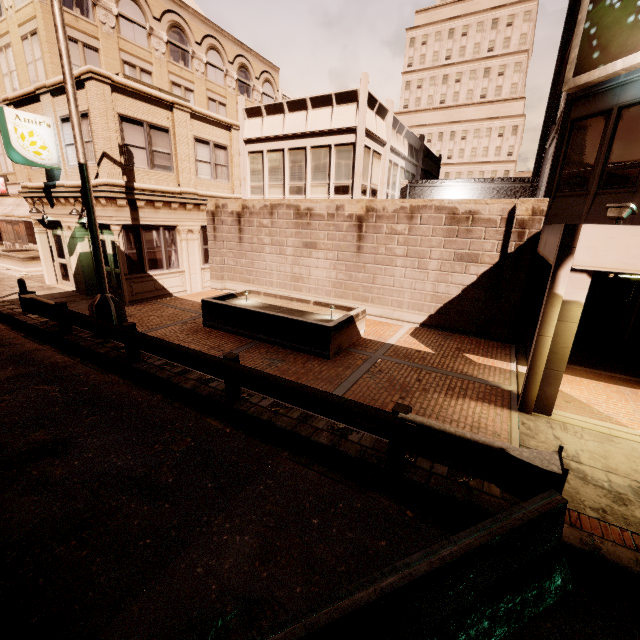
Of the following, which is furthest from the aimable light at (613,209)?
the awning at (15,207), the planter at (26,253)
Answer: the planter at (26,253)

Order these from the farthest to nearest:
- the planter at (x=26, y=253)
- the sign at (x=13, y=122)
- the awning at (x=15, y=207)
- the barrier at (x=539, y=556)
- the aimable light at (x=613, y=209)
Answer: the awning at (x=15, y=207), the planter at (x=26, y=253), the sign at (x=13, y=122), the aimable light at (x=613, y=209), the barrier at (x=539, y=556)

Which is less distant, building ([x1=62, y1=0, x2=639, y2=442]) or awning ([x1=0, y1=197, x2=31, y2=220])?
building ([x1=62, y1=0, x2=639, y2=442])

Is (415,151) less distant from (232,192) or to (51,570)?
(232,192)

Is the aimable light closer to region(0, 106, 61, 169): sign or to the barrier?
the barrier

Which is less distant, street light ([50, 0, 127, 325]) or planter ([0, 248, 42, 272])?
street light ([50, 0, 127, 325])

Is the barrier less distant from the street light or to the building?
the building

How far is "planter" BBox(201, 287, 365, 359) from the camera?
8.91m
